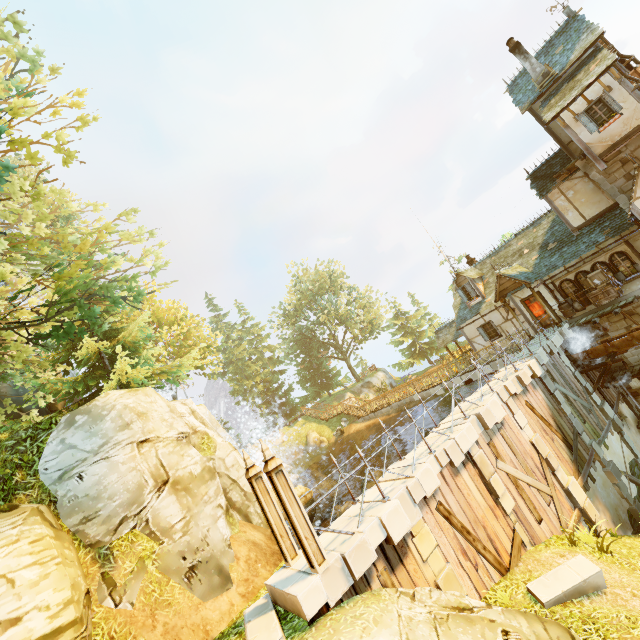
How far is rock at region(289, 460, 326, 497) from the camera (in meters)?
16.67

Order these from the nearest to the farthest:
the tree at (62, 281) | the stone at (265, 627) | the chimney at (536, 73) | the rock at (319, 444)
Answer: the stone at (265, 627), the tree at (62, 281), the chimney at (536, 73), the rock at (319, 444)

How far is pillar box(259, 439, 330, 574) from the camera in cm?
643

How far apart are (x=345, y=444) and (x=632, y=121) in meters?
28.3

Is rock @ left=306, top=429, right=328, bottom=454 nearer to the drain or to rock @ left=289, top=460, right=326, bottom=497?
rock @ left=289, top=460, right=326, bottom=497

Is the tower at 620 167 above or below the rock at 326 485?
above

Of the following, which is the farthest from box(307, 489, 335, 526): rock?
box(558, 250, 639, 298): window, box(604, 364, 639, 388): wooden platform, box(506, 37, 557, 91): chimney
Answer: box(506, 37, 557, 91): chimney

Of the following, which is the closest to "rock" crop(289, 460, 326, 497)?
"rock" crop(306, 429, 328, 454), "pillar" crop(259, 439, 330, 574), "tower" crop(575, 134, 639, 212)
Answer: "rock" crop(306, 429, 328, 454)
